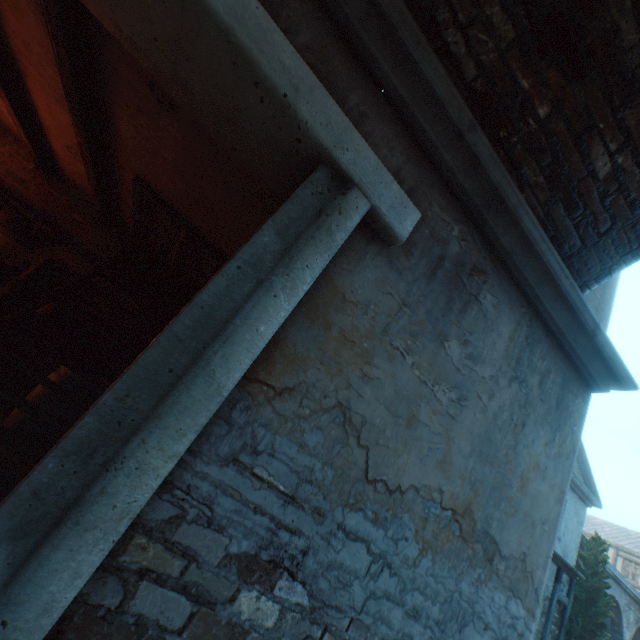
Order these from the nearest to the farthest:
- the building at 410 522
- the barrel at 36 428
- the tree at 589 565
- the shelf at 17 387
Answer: the building at 410 522 < the barrel at 36 428 < the shelf at 17 387 < the tree at 589 565

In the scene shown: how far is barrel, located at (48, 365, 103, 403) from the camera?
3.8 meters

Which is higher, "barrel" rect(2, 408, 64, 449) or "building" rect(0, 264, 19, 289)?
"building" rect(0, 264, 19, 289)

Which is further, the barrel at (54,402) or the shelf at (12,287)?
the shelf at (12,287)

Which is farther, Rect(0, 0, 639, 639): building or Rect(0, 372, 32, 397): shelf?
Rect(0, 372, 32, 397): shelf

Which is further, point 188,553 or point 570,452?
point 570,452

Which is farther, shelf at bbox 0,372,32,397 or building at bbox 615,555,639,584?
building at bbox 615,555,639,584

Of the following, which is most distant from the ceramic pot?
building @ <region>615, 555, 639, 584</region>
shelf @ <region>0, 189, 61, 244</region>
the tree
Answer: building @ <region>615, 555, 639, 584</region>
